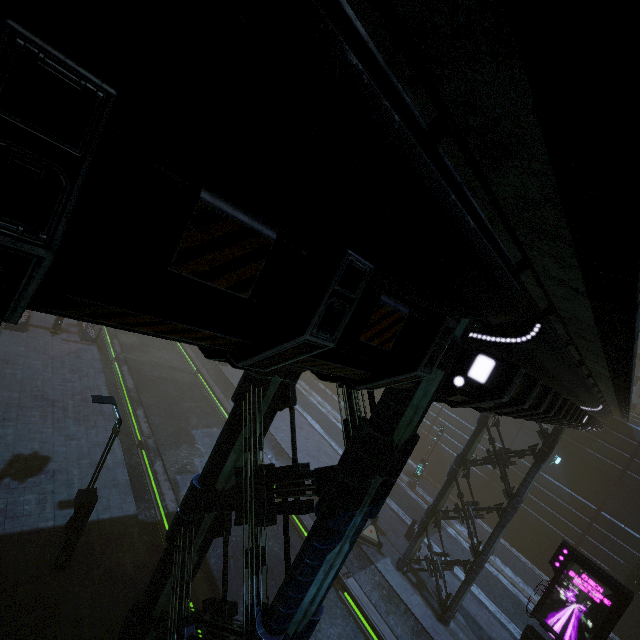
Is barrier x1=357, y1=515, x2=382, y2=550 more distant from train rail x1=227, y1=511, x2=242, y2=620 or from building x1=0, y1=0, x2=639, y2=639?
building x1=0, y1=0, x2=639, y2=639

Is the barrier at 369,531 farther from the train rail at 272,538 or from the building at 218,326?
the building at 218,326

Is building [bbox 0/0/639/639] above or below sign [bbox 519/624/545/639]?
above

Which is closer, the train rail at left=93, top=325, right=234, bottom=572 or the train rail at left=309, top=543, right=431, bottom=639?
the train rail at left=309, top=543, right=431, bottom=639

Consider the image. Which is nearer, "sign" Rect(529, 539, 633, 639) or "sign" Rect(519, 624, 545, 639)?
"sign" Rect(529, 539, 633, 639)

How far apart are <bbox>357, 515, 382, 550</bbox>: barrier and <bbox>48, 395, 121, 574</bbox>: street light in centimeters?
1232cm

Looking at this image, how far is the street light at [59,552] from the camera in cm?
900

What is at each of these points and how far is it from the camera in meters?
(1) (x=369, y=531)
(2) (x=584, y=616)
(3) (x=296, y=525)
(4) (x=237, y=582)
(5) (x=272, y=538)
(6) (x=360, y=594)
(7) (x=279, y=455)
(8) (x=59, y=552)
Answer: (1) barrier, 17.0
(2) sign, 12.1
(3) train rail, 16.9
(4) train rail, 12.8
(5) train rail, 15.7
(6) train rail, 14.1
(7) train rail, 21.6
(8) street light, 9.2
